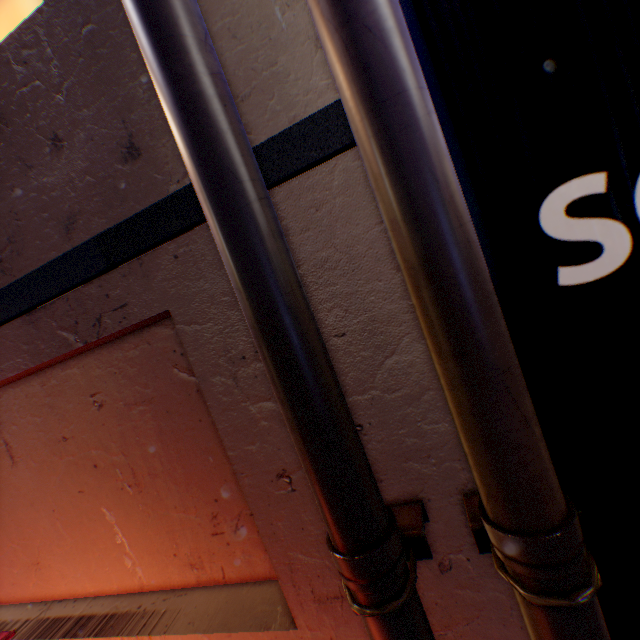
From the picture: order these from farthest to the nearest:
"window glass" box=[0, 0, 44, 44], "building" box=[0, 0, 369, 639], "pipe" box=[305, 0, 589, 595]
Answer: "window glass" box=[0, 0, 44, 44] → "building" box=[0, 0, 369, 639] → "pipe" box=[305, 0, 589, 595]

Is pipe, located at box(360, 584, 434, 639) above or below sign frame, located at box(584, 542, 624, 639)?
above

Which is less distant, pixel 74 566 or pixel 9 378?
pixel 9 378

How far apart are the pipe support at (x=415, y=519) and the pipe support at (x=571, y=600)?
0.2 meters

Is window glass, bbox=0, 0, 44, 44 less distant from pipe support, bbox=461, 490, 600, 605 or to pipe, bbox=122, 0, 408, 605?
pipe, bbox=122, 0, 408, 605

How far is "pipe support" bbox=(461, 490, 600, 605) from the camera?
0.8m

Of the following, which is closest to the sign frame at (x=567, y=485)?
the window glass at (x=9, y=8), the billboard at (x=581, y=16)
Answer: the billboard at (x=581, y=16)

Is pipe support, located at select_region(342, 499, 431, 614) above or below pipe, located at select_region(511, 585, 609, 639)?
above
